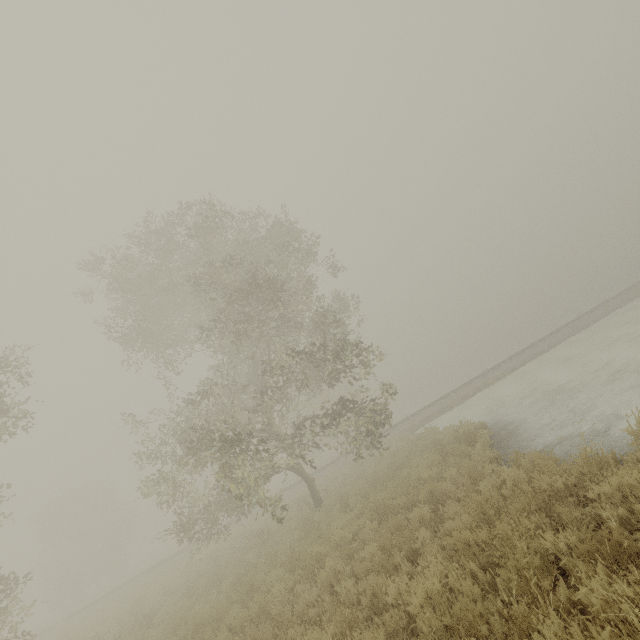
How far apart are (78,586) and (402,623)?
46.3m

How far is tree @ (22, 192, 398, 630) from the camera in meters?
11.8 m

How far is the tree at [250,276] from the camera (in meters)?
11.81
